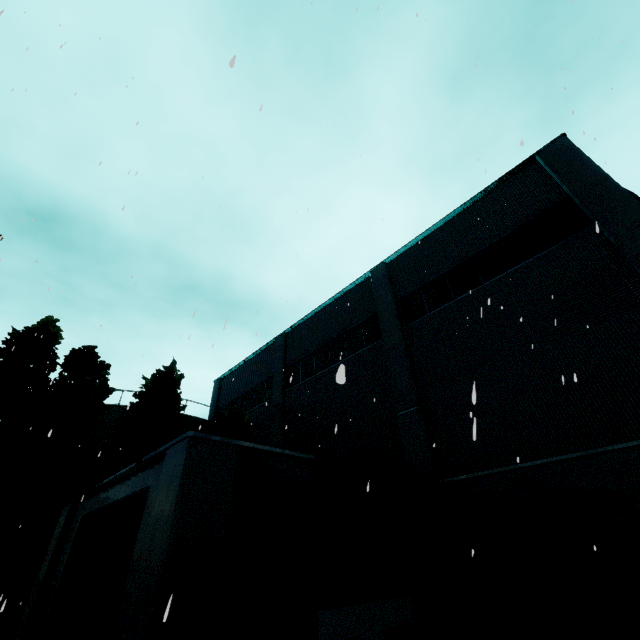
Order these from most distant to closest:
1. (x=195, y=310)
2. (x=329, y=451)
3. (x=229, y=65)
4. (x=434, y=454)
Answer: (x=329, y=451) → (x=434, y=454) → (x=195, y=310) → (x=229, y=65)

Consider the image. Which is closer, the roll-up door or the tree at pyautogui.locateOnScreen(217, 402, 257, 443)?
the roll-up door

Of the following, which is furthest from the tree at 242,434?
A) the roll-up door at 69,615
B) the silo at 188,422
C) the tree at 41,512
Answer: the roll-up door at 69,615

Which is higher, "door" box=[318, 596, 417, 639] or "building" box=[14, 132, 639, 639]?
"building" box=[14, 132, 639, 639]

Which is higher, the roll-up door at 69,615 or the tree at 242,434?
the tree at 242,434

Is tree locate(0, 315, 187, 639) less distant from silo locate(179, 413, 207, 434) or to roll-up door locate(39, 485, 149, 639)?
roll-up door locate(39, 485, 149, 639)

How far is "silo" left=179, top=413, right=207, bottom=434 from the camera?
22.4m

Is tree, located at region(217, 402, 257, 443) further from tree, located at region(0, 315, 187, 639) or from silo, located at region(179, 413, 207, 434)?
Answer: tree, located at region(0, 315, 187, 639)
